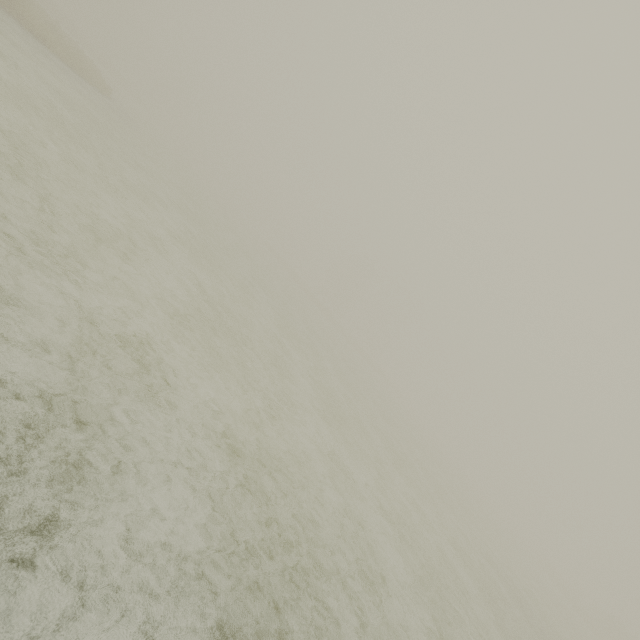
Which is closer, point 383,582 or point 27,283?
point 27,283
